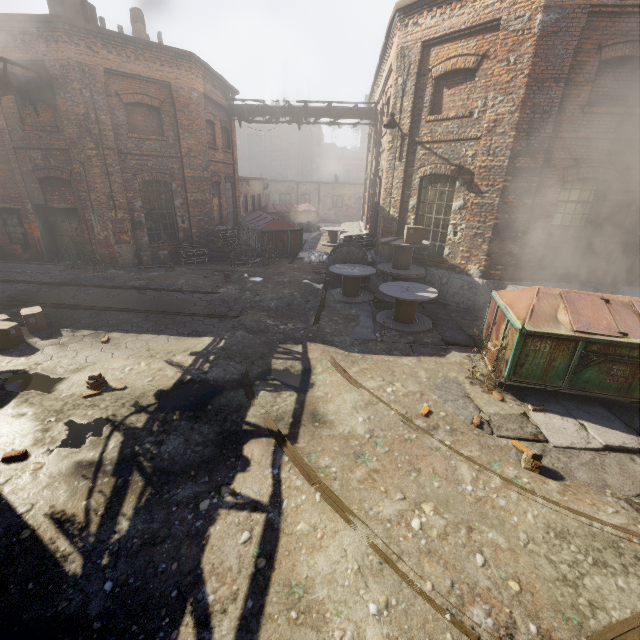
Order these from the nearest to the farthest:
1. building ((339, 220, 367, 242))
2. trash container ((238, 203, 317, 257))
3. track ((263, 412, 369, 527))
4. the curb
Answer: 1. track ((263, 412, 369, 527))
2. the curb
3. trash container ((238, 203, 317, 257))
4. building ((339, 220, 367, 242))

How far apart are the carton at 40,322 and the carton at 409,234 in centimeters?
960cm

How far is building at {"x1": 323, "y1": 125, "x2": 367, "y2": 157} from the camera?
54.3m

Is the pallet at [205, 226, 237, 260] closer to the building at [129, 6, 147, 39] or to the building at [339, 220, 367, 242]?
the building at [339, 220, 367, 242]

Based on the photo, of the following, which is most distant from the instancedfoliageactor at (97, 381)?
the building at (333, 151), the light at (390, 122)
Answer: the building at (333, 151)

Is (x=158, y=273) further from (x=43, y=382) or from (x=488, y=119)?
(x=488, y=119)

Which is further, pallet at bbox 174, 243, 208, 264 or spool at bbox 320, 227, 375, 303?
pallet at bbox 174, 243, 208, 264

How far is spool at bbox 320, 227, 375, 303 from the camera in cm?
1033
